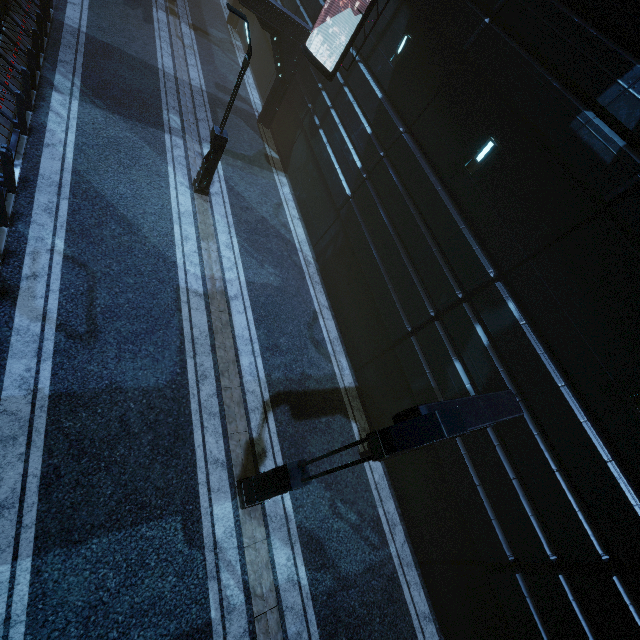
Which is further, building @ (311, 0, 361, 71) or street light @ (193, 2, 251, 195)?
building @ (311, 0, 361, 71)

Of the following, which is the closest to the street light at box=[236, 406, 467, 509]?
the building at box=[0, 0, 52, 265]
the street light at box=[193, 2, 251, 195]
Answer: the building at box=[0, 0, 52, 265]

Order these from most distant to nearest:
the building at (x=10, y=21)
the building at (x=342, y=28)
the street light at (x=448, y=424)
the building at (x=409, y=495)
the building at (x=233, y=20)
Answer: the building at (x=233, y=20) < the building at (x=342, y=28) < the building at (x=10, y=21) < the building at (x=409, y=495) < the street light at (x=448, y=424)

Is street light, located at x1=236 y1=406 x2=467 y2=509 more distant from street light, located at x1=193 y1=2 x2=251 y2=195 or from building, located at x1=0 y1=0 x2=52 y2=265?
street light, located at x1=193 y1=2 x2=251 y2=195

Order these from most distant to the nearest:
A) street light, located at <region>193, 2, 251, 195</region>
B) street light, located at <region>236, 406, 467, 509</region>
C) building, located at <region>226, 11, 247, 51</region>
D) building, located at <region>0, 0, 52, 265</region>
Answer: building, located at <region>226, 11, 247, 51</region> < street light, located at <region>193, 2, 251, 195</region> < building, located at <region>0, 0, 52, 265</region> < street light, located at <region>236, 406, 467, 509</region>

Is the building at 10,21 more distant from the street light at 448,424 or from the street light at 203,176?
the street light at 203,176

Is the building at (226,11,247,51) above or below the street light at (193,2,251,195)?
below

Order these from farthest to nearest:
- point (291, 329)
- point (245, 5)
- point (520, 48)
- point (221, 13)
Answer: point (221, 13) → point (245, 5) → point (291, 329) → point (520, 48)
